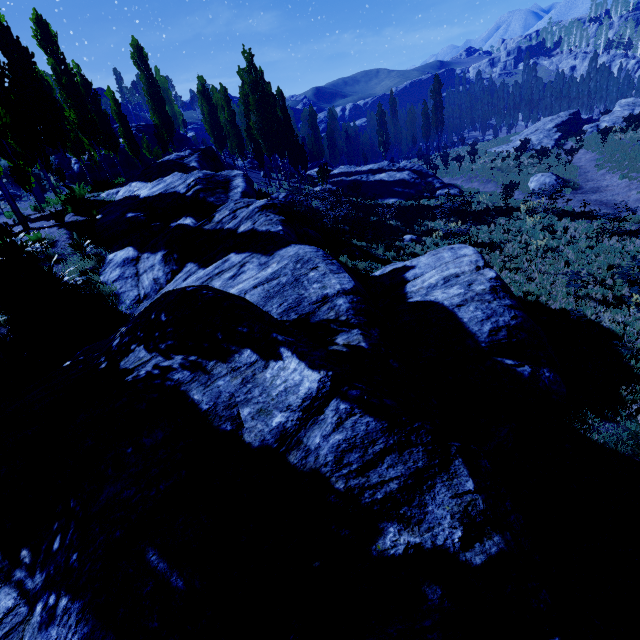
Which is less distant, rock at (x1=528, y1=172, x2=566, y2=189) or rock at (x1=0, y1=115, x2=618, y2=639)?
rock at (x1=0, y1=115, x2=618, y2=639)

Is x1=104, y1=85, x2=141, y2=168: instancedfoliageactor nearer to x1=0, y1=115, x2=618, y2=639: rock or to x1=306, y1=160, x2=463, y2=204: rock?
x1=0, y1=115, x2=618, y2=639: rock

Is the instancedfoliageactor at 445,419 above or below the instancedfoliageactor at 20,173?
below

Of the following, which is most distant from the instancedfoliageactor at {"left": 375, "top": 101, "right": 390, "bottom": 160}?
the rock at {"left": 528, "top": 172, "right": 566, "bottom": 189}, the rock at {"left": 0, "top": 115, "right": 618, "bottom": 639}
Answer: the rock at {"left": 528, "top": 172, "right": 566, "bottom": 189}

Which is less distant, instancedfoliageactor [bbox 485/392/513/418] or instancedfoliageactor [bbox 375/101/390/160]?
instancedfoliageactor [bbox 485/392/513/418]

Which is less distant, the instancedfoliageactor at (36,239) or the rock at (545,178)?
the instancedfoliageactor at (36,239)

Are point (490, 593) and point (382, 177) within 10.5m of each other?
no

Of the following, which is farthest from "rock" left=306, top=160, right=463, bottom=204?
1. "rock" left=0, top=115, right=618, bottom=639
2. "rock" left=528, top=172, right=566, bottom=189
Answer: "rock" left=0, top=115, right=618, bottom=639
